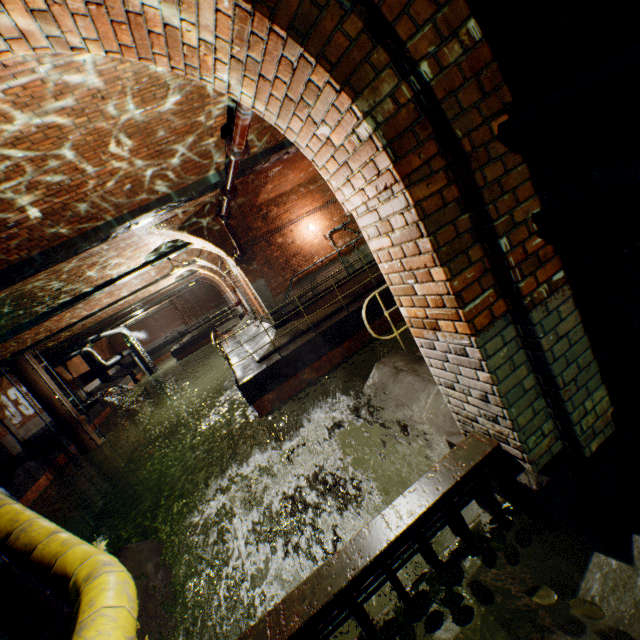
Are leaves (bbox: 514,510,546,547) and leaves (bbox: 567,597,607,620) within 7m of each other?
yes

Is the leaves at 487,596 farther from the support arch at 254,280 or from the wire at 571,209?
the support arch at 254,280

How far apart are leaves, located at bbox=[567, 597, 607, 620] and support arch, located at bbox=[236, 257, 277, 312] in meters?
9.4

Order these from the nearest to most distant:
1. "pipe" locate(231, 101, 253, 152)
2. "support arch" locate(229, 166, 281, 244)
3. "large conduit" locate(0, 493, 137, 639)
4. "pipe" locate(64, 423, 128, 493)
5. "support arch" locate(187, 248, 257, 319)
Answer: "large conduit" locate(0, 493, 137, 639)
"pipe" locate(231, 101, 253, 152)
"support arch" locate(229, 166, 281, 244)
"support arch" locate(187, 248, 257, 319)
"pipe" locate(64, 423, 128, 493)

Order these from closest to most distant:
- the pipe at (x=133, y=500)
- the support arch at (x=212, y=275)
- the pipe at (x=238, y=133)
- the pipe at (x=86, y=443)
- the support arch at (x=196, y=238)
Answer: the pipe at (x=238, y=133) < the support arch at (x=196, y=238) < the support arch at (x=212, y=275) < the pipe at (x=86, y=443) < the pipe at (x=133, y=500)

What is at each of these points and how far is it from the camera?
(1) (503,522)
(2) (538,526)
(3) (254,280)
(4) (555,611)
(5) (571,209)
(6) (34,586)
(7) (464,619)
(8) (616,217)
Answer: (1) leaves, 2.3 meters
(2) leaves, 2.2 meters
(3) support arch, 11.1 meters
(4) building tunnel, 1.8 meters
(5) wire, 1.6 meters
(6) pipe frame, 4.1 meters
(7) leaves, 1.9 meters
(8) wire, 1.5 meters

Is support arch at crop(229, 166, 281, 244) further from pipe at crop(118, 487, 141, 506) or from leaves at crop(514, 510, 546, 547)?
pipe at crop(118, 487, 141, 506)

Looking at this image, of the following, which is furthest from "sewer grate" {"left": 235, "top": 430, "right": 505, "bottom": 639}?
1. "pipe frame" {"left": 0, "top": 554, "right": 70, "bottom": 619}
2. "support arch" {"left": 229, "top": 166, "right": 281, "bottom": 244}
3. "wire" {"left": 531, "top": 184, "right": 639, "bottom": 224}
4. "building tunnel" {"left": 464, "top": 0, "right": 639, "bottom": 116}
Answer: "support arch" {"left": 229, "top": 166, "right": 281, "bottom": 244}
